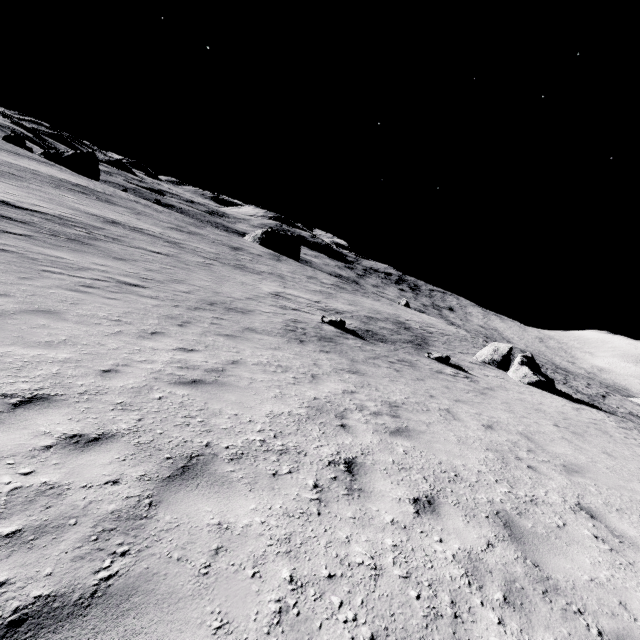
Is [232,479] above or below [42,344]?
above

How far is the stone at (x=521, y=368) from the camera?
22.7m

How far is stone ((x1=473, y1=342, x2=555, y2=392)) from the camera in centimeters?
2272cm
